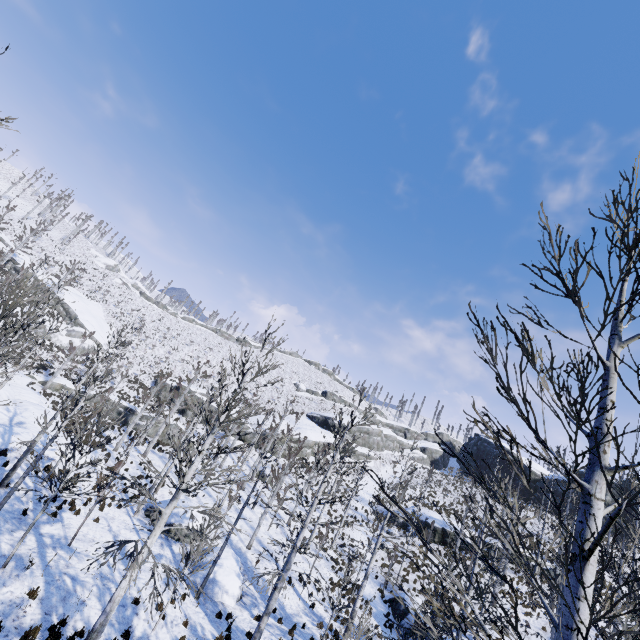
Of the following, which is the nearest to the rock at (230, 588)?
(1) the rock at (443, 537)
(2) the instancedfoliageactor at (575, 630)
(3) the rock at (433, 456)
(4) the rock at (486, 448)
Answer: (2) the instancedfoliageactor at (575, 630)

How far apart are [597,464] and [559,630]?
1.4m

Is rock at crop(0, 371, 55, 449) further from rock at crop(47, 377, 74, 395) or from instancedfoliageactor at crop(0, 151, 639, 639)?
instancedfoliageactor at crop(0, 151, 639, 639)

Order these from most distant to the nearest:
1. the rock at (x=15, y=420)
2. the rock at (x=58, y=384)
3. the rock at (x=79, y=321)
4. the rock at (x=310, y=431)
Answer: the rock at (x=310, y=431) → the rock at (x=79, y=321) → the rock at (x=58, y=384) → the rock at (x=15, y=420)

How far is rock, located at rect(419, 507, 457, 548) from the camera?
31.62m

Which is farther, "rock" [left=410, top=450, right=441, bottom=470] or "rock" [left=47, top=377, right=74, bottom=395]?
"rock" [left=410, top=450, right=441, bottom=470]

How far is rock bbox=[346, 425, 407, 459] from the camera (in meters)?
49.59

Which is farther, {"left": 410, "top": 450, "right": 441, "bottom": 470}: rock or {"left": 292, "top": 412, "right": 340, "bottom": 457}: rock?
{"left": 410, "top": 450, "right": 441, "bottom": 470}: rock
